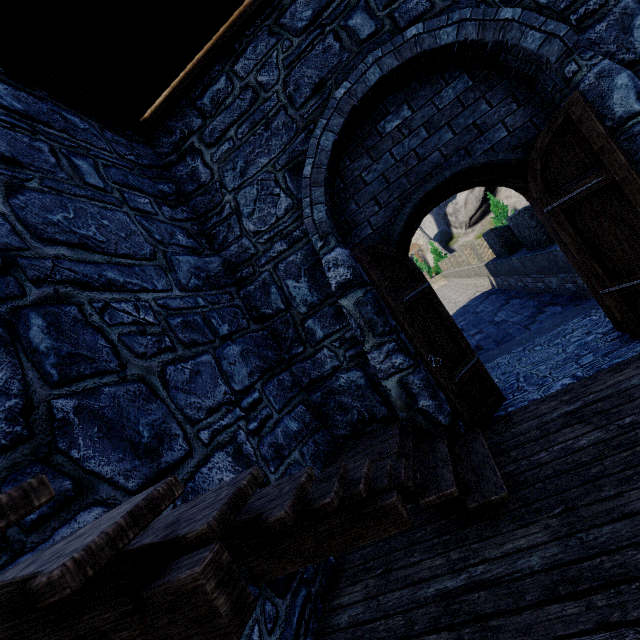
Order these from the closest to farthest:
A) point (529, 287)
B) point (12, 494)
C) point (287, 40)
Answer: point (12, 494), point (287, 40), point (529, 287)
